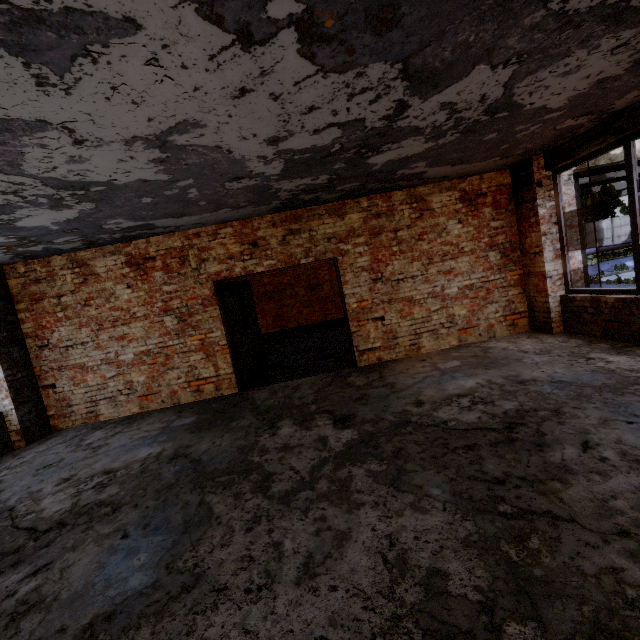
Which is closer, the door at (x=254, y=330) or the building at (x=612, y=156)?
the door at (x=254, y=330)

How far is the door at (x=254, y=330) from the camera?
6.50m

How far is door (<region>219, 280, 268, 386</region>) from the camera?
6.5 meters

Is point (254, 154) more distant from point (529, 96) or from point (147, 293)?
point (147, 293)

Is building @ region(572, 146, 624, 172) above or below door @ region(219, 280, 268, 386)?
above

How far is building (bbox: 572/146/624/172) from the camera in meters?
8.0 m

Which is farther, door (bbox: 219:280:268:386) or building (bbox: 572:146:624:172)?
building (bbox: 572:146:624:172)
